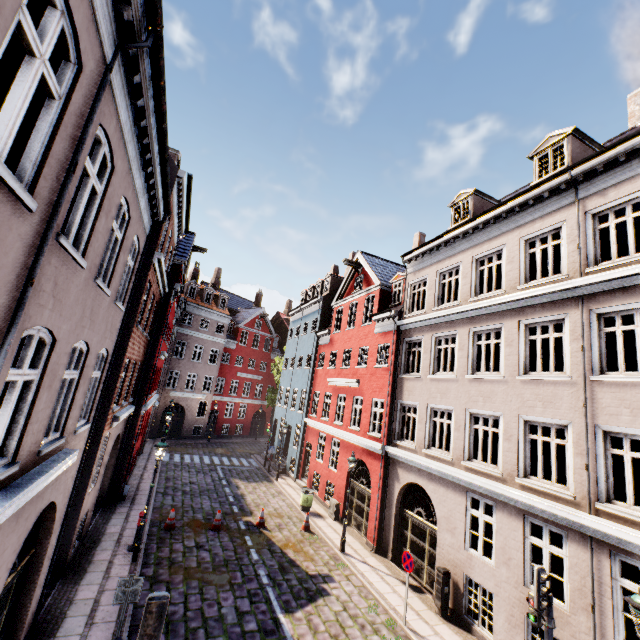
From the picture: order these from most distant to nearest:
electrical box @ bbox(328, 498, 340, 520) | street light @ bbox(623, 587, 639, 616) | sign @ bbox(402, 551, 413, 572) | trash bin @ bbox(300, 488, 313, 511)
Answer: trash bin @ bbox(300, 488, 313, 511) → electrical box @ bbox(328, 498, 340, 520) → sign @ bbox(402, 551, 413, 572) → street light @ bbox(623, 587, 639, 616)

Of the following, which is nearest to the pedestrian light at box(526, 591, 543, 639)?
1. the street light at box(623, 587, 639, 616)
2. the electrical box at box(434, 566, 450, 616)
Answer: the street light at box(623, 587, 639, 616)

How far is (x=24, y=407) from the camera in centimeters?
446cm

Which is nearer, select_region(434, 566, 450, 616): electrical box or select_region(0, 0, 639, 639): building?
select_region(0, 0, 639, 639): building

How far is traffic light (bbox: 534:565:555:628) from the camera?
6.4 meters

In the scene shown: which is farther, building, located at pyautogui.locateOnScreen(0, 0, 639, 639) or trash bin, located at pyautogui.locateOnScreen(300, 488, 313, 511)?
trash bin, located at pyautogui.locateOnScreen(300, 488, 313, 511)

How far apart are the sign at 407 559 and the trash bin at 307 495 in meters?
8.3

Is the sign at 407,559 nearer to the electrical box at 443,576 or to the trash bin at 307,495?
the electrical box at 443,576
